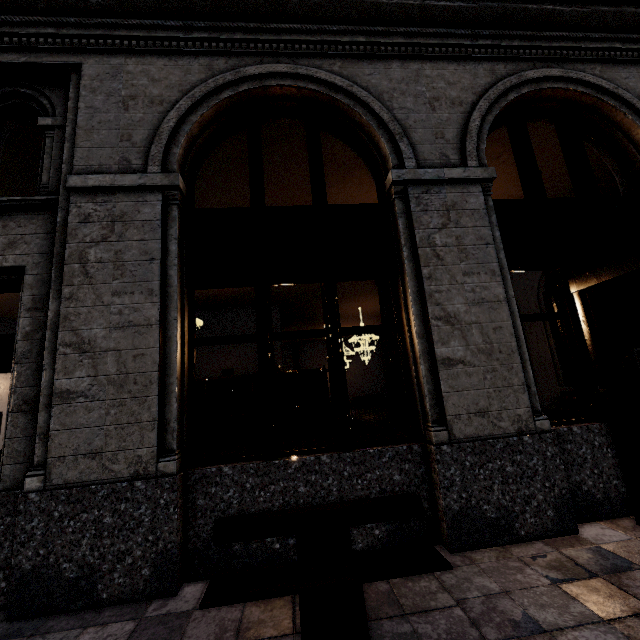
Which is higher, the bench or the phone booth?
the phone booth

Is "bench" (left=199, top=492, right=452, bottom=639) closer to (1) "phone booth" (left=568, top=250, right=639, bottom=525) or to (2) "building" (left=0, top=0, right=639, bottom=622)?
(2) "building" (left=0, top=0, right=639, bottom=622)

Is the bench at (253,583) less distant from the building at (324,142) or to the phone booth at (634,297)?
the building at (324,142)

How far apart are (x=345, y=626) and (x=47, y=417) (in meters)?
3.26

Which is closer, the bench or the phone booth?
the bench

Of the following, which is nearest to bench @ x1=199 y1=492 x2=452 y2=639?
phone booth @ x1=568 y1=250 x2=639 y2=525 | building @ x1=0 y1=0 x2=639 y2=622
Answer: building @ x1=0 y1=0 x2=639 y2=622
